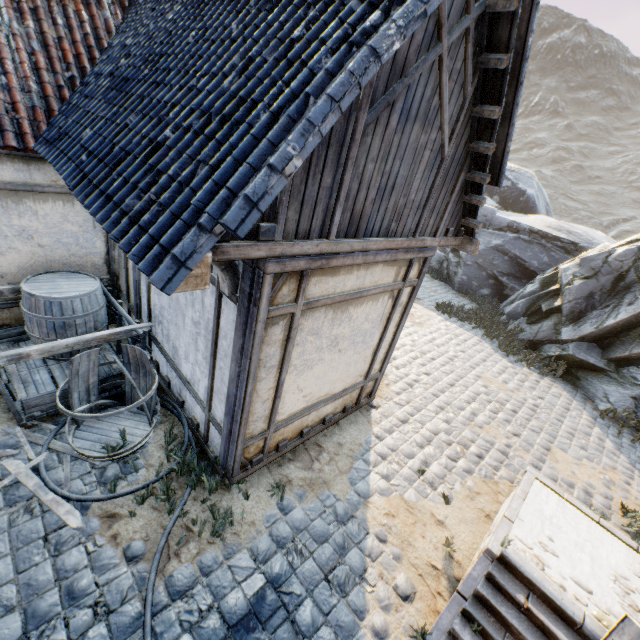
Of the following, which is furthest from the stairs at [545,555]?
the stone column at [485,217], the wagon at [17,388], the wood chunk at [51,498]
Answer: the stone column at [485,217]

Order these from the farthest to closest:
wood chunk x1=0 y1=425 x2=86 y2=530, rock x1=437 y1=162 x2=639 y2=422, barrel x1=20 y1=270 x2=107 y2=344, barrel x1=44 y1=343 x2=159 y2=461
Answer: rock x1=437 y1=162 x2=639 y2=422, barrel x1=20 y1=270 x2=107 y2=344, barrel x1=44 y1=343 x2=159 y2=461, wood chunk x1=0 y1=425 x2=86 y2=530

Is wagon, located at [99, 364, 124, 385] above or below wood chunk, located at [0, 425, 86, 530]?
above

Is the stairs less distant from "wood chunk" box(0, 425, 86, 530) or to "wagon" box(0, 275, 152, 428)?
"wood chunk" box(0, 425, 86, 530)

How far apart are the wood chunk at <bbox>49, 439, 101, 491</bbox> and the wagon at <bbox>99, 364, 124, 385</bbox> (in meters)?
0.07

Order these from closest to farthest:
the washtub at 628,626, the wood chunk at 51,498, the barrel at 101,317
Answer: the washtub at 628,626 < the wood chunk at 51,498 < the barrel at 101,317

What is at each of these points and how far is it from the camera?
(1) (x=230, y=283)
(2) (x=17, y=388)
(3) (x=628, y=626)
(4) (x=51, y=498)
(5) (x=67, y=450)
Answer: (1) wooden structure, 2.92m
(2) wagon, 4.29m
(3) washtub, 2.71m
(4) wood chunk, 3.41m
(5) wood chunk, 3.88m

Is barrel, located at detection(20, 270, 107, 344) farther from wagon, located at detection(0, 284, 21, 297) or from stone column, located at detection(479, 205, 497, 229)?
stone column, located at detection(479, 205, 497, 229)
